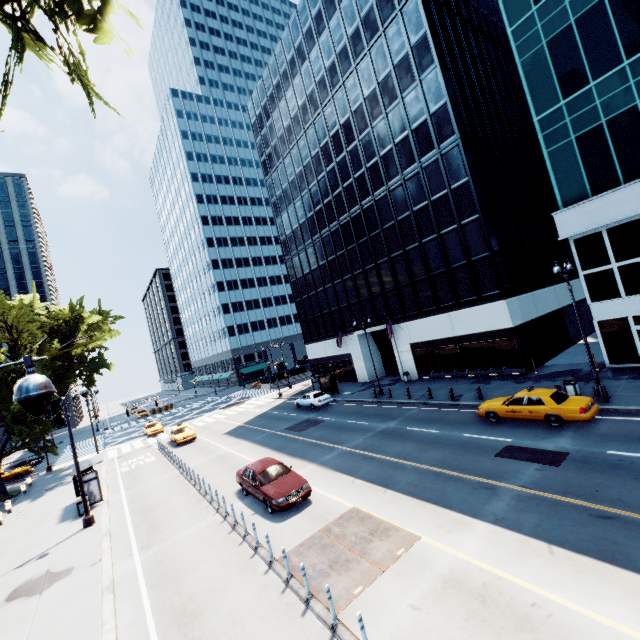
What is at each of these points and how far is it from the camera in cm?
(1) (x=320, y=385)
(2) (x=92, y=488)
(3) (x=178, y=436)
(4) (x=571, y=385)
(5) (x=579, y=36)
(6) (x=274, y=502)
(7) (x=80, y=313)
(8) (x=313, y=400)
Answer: (1) bus stop, 3834
(2) bus stop, 1966
(3) vehicle, 3083
(4) garbage can, 1764
(5) building, 1975
(6) vehicle, 1328
(7) tree, 3353
(8) vehicle, 3175

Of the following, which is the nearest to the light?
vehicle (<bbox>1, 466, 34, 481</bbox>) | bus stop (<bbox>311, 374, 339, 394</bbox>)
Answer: bus stop (<bbox>311, 374, 339, 394</bbox>)

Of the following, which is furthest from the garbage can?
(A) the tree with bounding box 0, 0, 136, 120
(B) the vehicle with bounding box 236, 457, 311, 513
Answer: (A) the tree with bounding box 0, 0, 136, 120

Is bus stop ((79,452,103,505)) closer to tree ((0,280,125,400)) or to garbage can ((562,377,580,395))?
tree ((0,280,125,400))

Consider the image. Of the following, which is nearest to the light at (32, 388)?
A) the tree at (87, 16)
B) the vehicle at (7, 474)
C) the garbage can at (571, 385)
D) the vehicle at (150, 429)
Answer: the tree at (87, 16)

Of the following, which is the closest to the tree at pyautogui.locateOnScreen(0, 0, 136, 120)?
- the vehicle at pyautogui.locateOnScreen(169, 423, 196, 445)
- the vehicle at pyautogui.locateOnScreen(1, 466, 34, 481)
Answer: the vehicle at pyautogui.locateOnScreen(1, 466, 34, 481)

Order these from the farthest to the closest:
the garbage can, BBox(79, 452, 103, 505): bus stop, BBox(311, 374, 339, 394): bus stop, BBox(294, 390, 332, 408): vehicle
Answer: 1. BBox(311, 374, 339, 394): bus stop
2. BBox(294, 390, 332, 408): vehicle
3. BBox(79, 452, 103, 505): bus stop
4. the garbage can

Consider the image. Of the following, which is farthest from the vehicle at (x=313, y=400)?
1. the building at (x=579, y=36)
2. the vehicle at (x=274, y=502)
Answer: the vehicle at (x=274, y=502)
